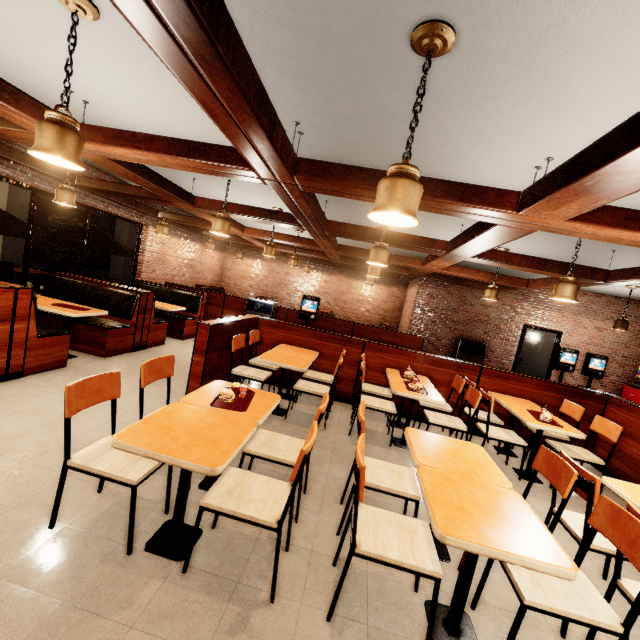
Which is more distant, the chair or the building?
the chair

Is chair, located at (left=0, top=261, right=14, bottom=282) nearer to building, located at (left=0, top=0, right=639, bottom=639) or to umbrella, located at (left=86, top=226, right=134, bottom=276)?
umbrella, located at (left=86, top=226, right=134, bottom=276)

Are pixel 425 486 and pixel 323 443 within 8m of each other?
yes

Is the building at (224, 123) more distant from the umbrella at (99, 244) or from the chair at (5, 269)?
the chair at (5, 269)

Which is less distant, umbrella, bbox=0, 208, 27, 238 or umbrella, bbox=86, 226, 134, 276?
umbrella, bbox=0, 208, 27, 238

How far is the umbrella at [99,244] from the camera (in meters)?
8.20

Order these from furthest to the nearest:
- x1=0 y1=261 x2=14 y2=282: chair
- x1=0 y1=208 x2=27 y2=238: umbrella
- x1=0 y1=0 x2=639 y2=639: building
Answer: x1=0 y1=261 x2=14 y2=282: chair, x1=0 y1=208 x2=27 y2=238: umbrella, x1=0 y1=0 x2=639 y2=639: building

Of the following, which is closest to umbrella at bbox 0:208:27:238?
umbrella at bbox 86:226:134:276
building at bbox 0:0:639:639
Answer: building at bbox 0:0:639:639
